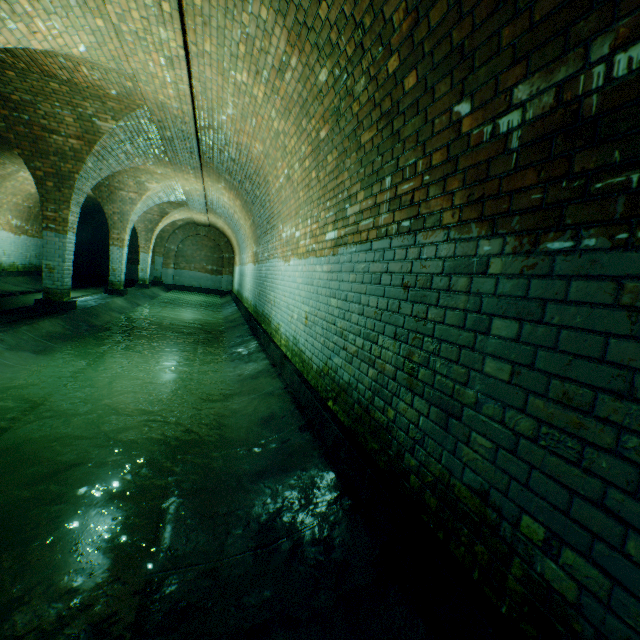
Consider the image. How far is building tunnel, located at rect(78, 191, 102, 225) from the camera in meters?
16.3

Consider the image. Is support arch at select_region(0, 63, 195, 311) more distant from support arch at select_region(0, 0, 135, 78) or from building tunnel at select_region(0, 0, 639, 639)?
support arch at select_region(0, 0, 135, 78)

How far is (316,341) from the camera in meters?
3.9 m

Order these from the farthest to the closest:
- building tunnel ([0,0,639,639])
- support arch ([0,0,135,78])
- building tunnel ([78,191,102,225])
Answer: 1. building tunnel ([78,191,102,225])
2. support arch ([0,0,135,78])
3. building tunnel ([0,0,639,639])

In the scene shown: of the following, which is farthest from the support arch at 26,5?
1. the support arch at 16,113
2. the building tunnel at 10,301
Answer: the support arch at 16,113
